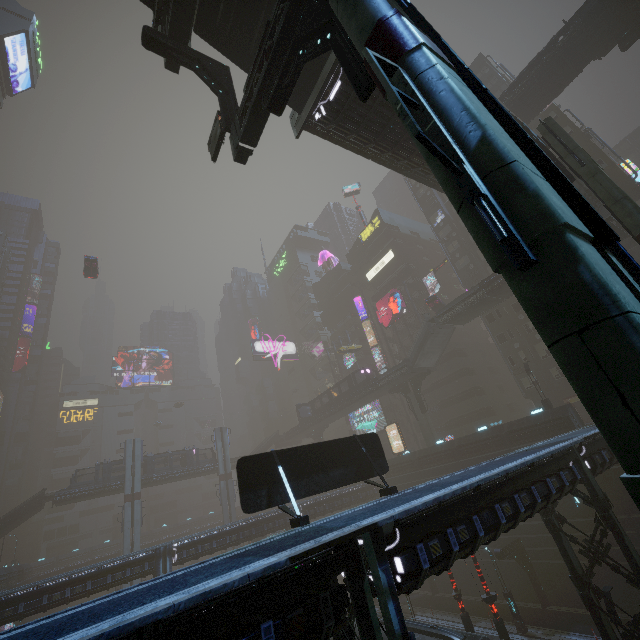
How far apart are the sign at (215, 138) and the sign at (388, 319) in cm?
4232

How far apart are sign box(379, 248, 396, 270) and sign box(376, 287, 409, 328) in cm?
555

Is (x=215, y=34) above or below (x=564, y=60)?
below

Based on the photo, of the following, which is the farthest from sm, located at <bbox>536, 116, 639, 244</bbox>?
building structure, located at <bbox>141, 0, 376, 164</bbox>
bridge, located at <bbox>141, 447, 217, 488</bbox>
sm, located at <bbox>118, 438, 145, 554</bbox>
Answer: sm, located at <bbox>118, 438, 145, 554</bbox>

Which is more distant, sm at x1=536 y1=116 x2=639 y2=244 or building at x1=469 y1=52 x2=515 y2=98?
building at x1=469 y1=52 x2=515 y2=98

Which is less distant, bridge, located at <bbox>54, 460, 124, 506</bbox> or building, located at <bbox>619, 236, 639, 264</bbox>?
building, located at <bbox>619, 236, 639, 264</bbox>

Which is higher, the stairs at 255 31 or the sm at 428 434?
the stairs at 255 31

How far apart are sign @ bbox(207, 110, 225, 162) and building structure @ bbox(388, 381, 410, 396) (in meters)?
38.45
